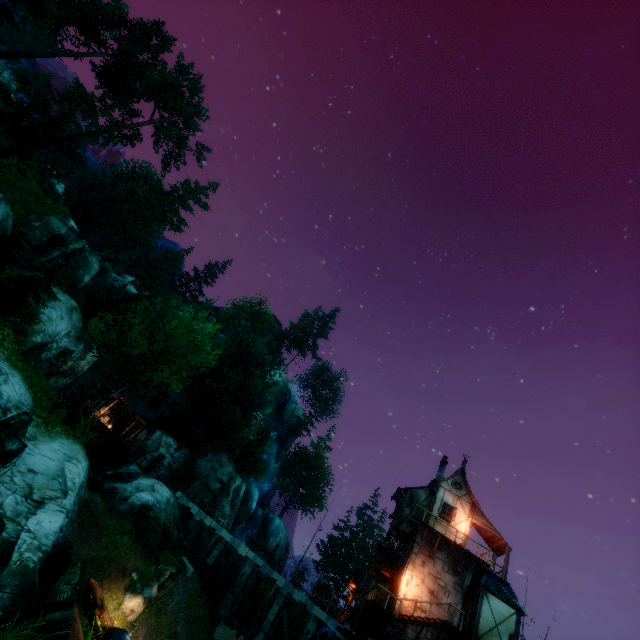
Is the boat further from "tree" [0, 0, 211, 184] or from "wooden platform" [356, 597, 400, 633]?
"wooden platform" [356, 597, 400, 633]

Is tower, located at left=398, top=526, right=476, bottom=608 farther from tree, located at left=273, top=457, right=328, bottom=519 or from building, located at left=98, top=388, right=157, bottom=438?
building, located at left=98, top=388, right=157, bottom=438

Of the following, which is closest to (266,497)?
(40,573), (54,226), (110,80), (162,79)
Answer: (40,573)

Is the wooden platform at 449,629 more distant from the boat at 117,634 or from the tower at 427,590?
the boat at 117,634

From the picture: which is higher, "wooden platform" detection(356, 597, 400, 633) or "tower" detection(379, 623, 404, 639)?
"wooden platform" detection(356, 597, 400, 633)

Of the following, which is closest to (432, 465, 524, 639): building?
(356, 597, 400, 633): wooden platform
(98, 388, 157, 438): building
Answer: (356, 597, 400, 633): wooden platform

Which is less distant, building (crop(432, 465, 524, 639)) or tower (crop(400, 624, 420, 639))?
building (crop(432, 465, 524, 639))

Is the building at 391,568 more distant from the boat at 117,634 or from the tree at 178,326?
the boat at 117,634
